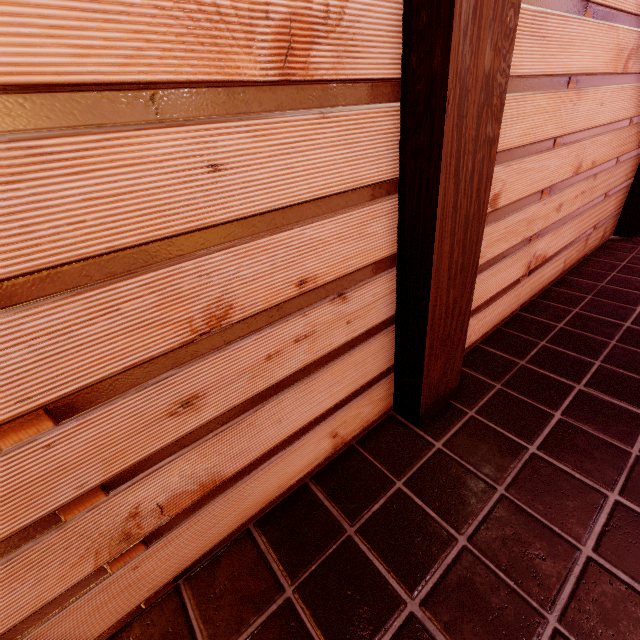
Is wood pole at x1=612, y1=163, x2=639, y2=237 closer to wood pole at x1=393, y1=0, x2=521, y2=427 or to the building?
the building

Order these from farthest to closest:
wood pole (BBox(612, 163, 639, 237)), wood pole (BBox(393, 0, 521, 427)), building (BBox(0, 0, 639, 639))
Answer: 1. wood pole (BBox(612, 163, 639, 237))
2. wood pole (BBox(393, 0, 521, 427))
3. building (BBox(0, 0, 639, 639))

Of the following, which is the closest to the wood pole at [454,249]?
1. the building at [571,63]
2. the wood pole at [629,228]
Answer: the building at [571,63]

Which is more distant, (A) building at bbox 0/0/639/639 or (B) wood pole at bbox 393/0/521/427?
(B) wood pole at bbox 393/0/521/427

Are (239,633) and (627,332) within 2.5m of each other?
no

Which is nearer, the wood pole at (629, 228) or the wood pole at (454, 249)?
the wood pole at (454, 249)

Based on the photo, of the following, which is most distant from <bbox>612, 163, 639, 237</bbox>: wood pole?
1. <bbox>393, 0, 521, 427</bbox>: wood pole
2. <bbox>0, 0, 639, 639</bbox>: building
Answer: <bbox>393, 0, 521, 427</bbox>: wood pole
